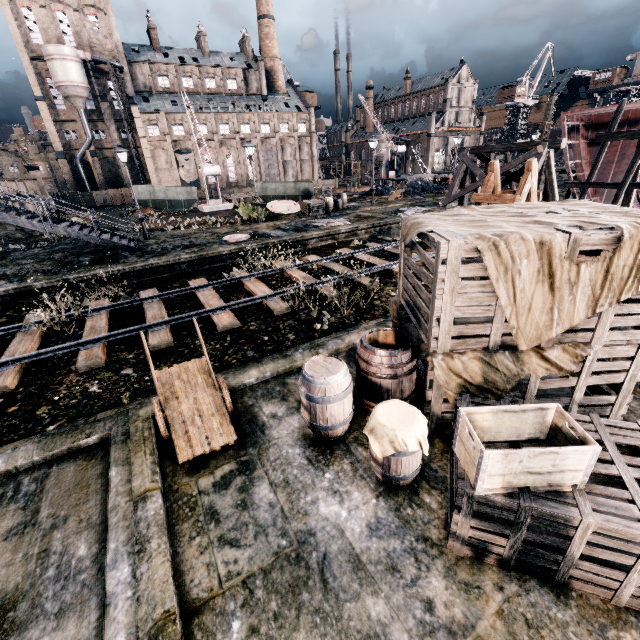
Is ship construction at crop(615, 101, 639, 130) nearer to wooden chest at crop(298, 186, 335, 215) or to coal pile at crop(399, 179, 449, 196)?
coal pile at crop(399, 179, 449, 196)

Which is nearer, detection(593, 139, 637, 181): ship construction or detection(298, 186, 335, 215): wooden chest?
detection(593, 139, 637, 181): ship construction

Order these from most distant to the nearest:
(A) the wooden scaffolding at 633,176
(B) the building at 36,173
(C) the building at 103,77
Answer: (C) the building at 103,77 < (B) the building at 36,173 < (A) the wooden scaffolding at 633,176

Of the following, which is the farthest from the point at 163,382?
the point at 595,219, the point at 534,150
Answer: the point at 534,150

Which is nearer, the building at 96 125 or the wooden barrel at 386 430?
the wooden barrel at 386 430

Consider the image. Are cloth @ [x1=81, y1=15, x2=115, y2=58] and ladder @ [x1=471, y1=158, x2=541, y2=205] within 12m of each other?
no

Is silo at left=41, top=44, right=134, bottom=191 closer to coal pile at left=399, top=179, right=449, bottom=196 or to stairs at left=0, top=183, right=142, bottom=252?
coal pile at left=399, top=179, right=449, bottom=196

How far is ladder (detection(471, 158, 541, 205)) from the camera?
7.95m
